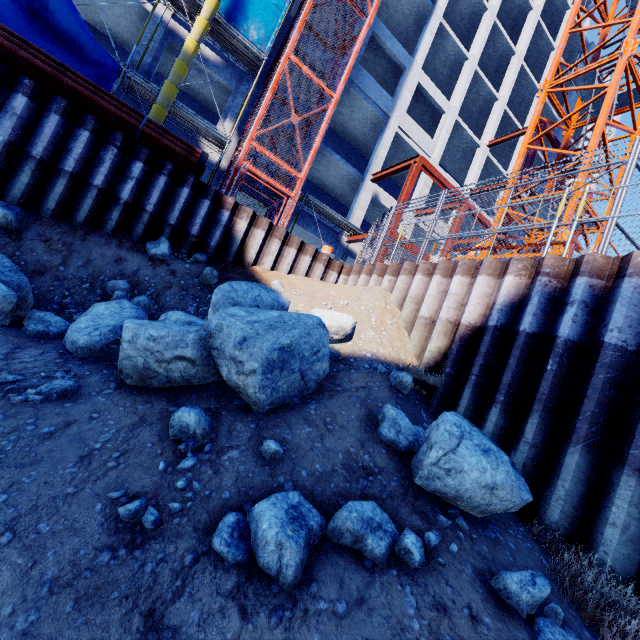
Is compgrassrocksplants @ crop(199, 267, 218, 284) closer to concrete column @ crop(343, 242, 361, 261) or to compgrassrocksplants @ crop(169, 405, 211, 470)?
compgrassrocksplants @ crop(169, 405, 211, 470)

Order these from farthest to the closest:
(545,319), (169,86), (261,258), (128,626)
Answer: (169,86) < (261,258) < (545,319) < (128,626)

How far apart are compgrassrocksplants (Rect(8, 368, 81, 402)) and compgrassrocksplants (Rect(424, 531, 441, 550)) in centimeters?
208cm

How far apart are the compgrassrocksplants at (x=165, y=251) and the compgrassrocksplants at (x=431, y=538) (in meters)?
5.99

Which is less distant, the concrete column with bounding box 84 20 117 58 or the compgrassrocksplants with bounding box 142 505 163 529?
the compgrassrocksplants with bounding box 142 505 163 529

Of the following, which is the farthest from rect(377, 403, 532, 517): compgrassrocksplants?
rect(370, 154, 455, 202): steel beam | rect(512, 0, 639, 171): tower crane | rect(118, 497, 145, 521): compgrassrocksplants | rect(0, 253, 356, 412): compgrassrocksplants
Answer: rect(370, 154, 455, 202): steel beam

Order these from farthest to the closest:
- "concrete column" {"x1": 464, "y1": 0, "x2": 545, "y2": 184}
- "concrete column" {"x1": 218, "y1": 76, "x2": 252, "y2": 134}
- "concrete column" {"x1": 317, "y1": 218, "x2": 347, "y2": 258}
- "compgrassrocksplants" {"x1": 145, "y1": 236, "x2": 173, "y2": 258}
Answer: "concrete column" {"x1": 464, "y1": 0, "x2": 545, "y2": 184}, "concrete column" {"x1": 317, "y1": 218, "x2": 347, "y2": 258}, "concrete column" {"x1": 218, "y1": 76, "x2": 252, "y2": 134}, "compgrassrocksplants" {"x1": 145, "y1": 236, "x2": 173, "y2": 258}

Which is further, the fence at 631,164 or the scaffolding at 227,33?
the scaffolding at 227,33
